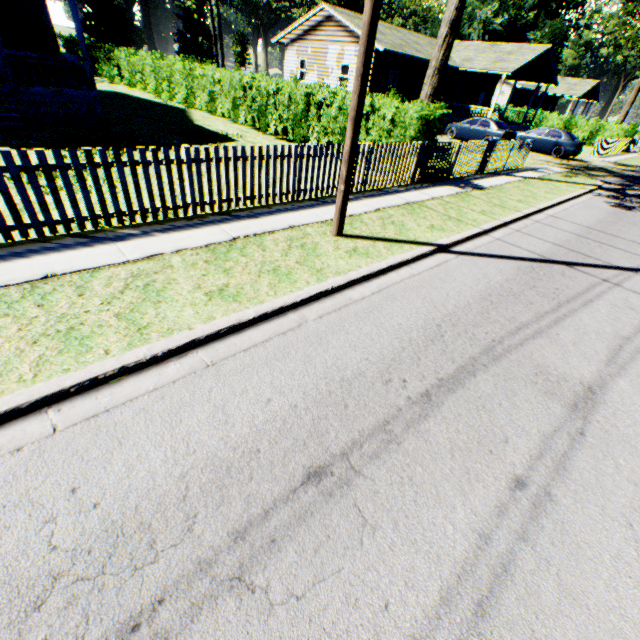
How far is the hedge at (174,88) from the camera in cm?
1247

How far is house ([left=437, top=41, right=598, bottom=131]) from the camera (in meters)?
26.05

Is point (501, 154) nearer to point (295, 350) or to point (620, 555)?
point (295, 350)

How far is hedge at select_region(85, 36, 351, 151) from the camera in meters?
12.5 m

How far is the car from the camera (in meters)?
21.02

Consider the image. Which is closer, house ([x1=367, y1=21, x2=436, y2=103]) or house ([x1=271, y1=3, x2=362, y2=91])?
house ([x1=367, y1=21, x2=436, y2=103])

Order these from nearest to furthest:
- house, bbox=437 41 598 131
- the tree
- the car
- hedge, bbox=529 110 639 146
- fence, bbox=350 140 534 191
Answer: fence, bbox=350 140 534 191, the tree, the car, house, bbox=437 41 598 131, hedge, bbox=529 110 639 146

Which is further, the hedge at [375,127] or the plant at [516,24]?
the plant at [516,24]
